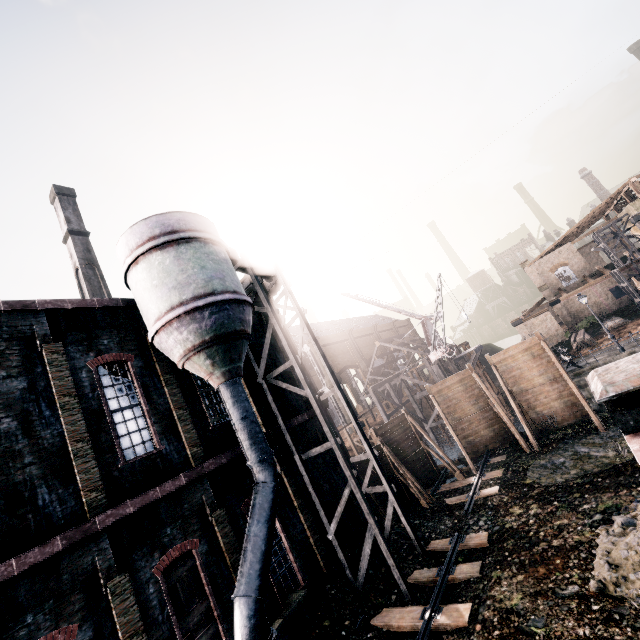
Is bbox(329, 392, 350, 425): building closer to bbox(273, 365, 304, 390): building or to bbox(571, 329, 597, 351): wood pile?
Result: bbox(571, 329, 597, 351): wood pile

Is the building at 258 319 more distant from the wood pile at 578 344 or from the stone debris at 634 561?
the wood pile at 578 344

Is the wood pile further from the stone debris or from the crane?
the stone debris

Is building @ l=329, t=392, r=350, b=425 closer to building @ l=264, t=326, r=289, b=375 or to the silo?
building @ l=264, t=326, r=289, b=375

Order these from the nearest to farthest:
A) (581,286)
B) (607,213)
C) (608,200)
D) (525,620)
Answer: (525,620), (608,200), (581,286), (607,213)

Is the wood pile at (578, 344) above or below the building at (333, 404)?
below

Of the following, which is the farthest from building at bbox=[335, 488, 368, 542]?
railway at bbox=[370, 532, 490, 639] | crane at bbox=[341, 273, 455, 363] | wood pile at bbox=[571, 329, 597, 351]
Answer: wood pile at bbox=[571, 329, 597, 351]

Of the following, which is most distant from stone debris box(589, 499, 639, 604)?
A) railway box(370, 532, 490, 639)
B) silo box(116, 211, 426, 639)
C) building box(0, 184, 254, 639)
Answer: silo box(116, 211, 426, 639)
